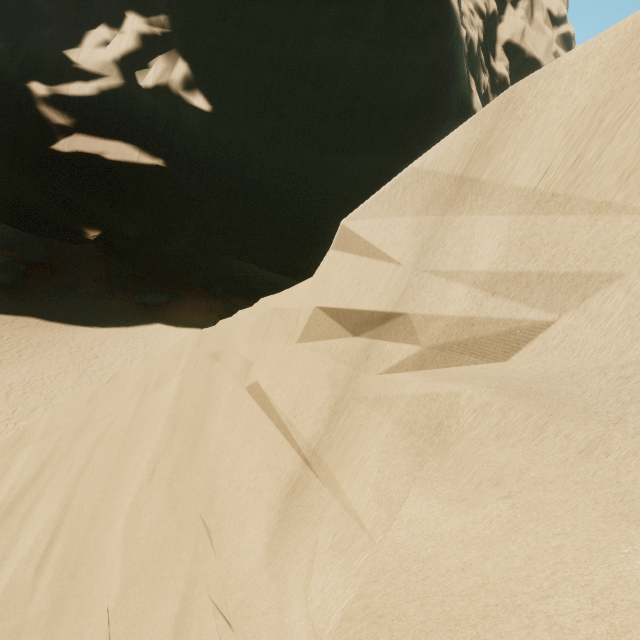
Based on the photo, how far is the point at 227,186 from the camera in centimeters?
2923cm

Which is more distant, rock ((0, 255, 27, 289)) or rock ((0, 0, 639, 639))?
rock ((0, 255, 27, 289))

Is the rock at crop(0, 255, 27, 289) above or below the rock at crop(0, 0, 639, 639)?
below

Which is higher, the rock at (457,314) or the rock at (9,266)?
the rock at (457,314)

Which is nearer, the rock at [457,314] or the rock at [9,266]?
the rock at [457,314]
